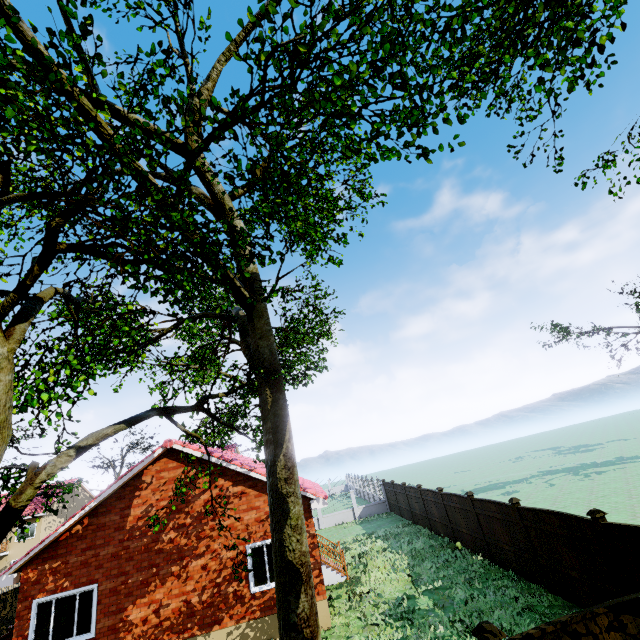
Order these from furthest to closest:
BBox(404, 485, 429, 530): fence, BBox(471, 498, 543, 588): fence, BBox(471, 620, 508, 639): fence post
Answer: BBox(404, 485, 429, 530): fence → BBox(471, 498, 543, 588): fence → BBox(471, 620, 508, 639): fence post

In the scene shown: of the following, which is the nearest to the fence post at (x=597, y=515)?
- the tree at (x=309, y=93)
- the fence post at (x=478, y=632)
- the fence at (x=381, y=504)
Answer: the fence at (x=381, y=504)

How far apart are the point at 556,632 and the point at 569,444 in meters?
58.2 m

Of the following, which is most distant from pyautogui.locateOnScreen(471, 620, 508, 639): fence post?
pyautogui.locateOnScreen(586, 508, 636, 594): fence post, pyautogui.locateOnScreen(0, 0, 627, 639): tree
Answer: pyautogui.locateOnScreen(0, 0, 627, 639): tree

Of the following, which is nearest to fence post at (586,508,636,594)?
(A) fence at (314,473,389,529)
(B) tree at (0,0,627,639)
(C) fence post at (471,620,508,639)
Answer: (A) fence at (314,473,389,529)

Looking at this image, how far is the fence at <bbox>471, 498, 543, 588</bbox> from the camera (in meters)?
10.53

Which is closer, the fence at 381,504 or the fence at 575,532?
the fence at 575,532

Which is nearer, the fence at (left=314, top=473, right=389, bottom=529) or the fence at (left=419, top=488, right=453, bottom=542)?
the fence at (left=419, top=488, right=453, bottom=542)
